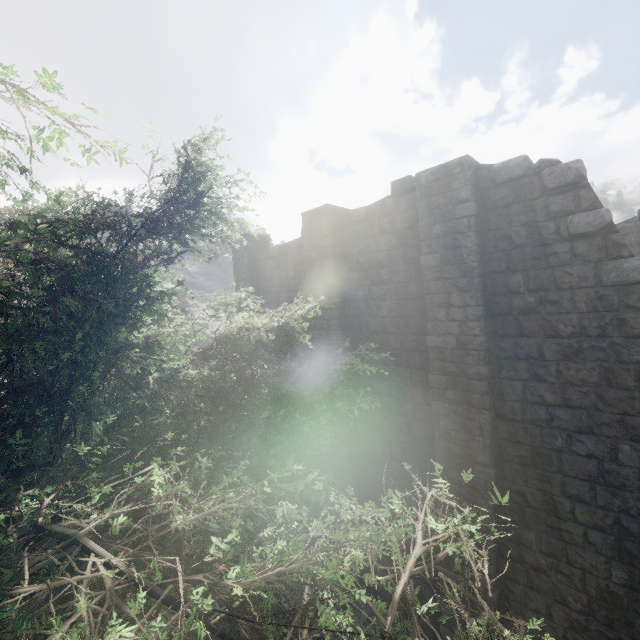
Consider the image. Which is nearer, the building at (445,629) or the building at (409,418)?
the building at (409,418)

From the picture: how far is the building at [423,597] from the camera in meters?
9.0 m

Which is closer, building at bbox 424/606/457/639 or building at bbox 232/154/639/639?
building at bbox 232/154/639/639

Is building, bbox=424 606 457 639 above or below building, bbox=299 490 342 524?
below

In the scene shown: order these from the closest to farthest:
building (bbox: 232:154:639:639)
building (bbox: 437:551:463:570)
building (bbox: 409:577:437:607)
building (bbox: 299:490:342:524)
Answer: building (bbox: 232:154:639:639) < building (bbox: 437:551:463:570) < building (bbox: 409:577:437:607) < building (bbox: 299:490:342:524)

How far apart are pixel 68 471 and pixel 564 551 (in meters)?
8.97
